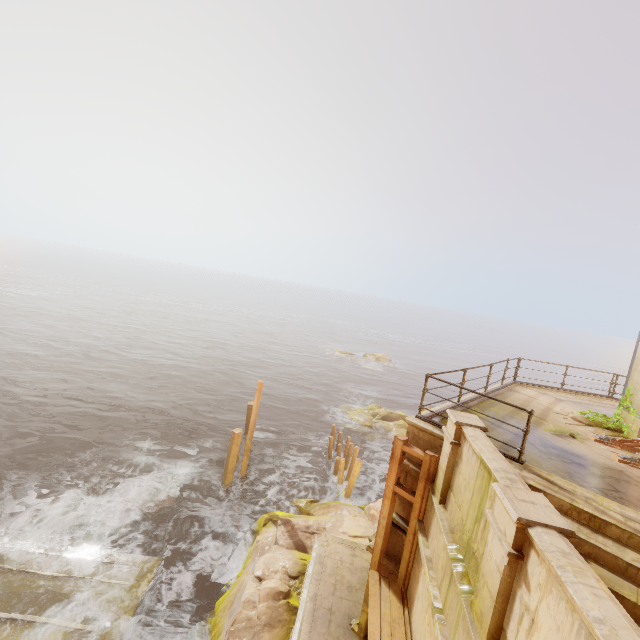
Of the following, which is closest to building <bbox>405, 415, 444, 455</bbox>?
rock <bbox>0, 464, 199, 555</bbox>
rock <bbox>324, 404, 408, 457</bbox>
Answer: rock <bbox>0, 464, 199, 555</bbox>

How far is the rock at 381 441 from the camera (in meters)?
23.51

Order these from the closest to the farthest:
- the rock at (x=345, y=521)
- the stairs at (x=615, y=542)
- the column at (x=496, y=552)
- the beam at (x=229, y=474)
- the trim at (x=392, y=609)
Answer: the column at (x=496, y=552) → the stairs at (x=615, y=542) → the trim at (x=392, y=609) → the rock at (x=345, y=521) → the beam at (x=229, y=474)

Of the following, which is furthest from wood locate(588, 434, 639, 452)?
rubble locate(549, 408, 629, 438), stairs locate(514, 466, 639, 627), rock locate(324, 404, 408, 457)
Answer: rock locate(324, 404, 408, 457)

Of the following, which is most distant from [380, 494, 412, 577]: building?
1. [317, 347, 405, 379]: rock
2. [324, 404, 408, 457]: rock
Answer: [317, 347, 405, 379]: rock

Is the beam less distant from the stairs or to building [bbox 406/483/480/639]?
building [bbox 406/483/480/639]

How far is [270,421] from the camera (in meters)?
25.69

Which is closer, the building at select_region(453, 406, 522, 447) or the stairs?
the stairs
